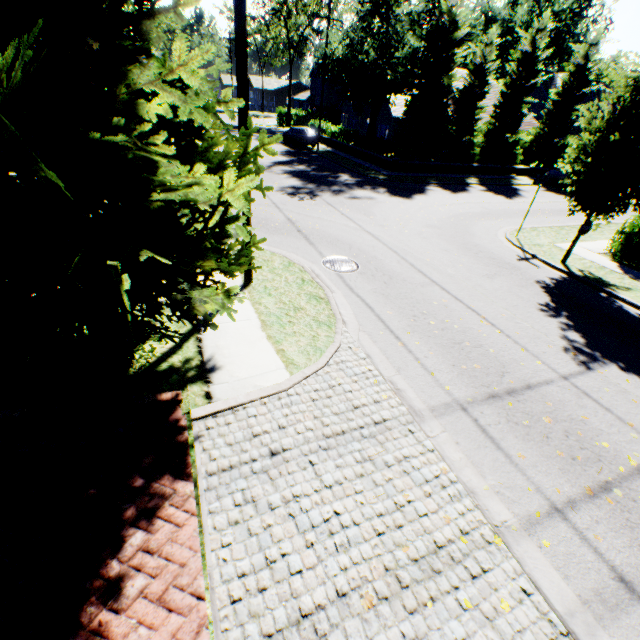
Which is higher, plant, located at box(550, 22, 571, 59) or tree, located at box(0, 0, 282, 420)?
plant, located at box(550, 22, 571, 59)

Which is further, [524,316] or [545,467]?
[524,316]

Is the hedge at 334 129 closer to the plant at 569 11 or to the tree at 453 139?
the tree at 453 139

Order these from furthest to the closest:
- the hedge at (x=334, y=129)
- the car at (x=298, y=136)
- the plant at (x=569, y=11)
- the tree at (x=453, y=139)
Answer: the plant at (x=569, y=11) → the car at (x=298, y=136) → the hedge at (x=334, y=129) → the tree at (x=453, y=139)

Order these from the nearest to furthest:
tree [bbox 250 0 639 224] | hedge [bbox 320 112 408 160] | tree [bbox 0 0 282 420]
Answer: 1. tree [bbox 0 0 282 420]
2. tree [bbox 250 0 639 224]
3. hedge [bbox 320 112 408 160]

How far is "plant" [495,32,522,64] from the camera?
57.2m

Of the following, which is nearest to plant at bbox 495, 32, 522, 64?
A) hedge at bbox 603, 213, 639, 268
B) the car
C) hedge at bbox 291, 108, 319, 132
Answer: hedge at bbox 291, 108, 319, 132
